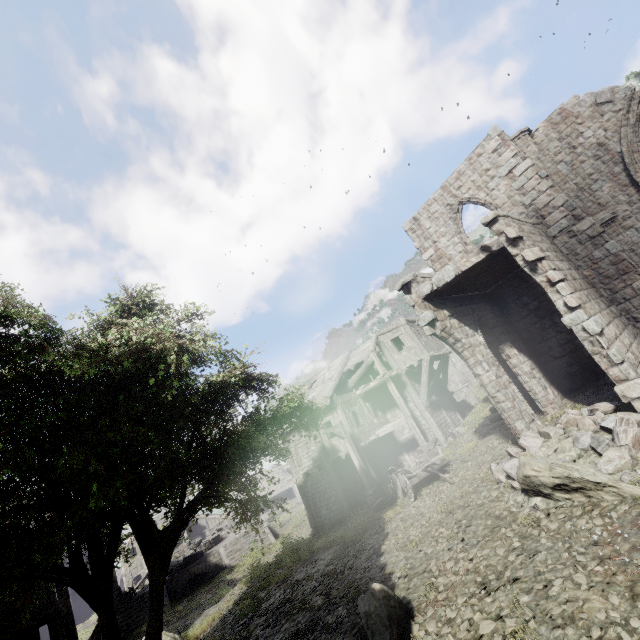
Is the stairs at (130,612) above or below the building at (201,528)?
below

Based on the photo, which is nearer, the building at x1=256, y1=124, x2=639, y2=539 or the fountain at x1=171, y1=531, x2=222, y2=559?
the building at x1=256, y1=124, x2=639, y2=539

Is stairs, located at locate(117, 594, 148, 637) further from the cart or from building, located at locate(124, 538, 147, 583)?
the cart

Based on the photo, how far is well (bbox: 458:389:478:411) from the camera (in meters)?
29.97

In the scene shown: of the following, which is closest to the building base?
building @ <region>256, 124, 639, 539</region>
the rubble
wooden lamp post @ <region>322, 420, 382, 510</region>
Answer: building @ <region>256, 124, 639, 539</region>

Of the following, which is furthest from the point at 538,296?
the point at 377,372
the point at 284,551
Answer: the point at 284,551

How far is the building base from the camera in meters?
23.5

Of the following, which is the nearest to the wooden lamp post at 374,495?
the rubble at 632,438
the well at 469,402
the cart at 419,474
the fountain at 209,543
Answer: the cart at 419,474
